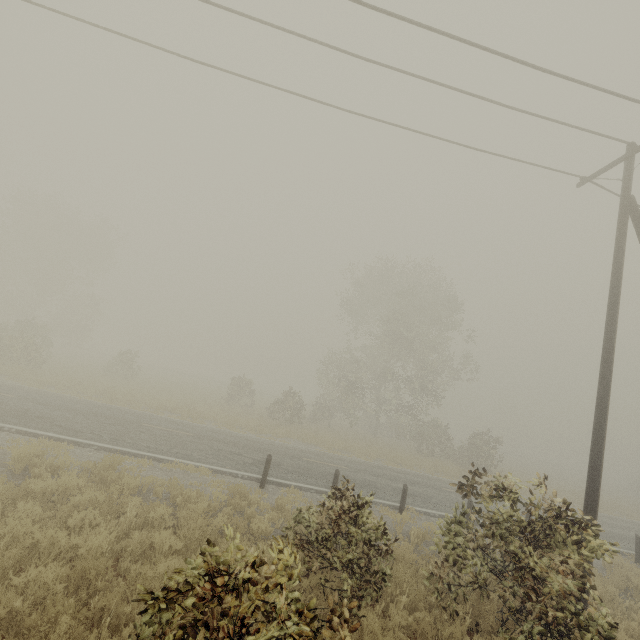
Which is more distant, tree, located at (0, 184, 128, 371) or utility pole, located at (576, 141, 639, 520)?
tree, located at (0, 184, 128, 371)

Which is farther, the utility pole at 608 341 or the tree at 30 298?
the tree at 30 298

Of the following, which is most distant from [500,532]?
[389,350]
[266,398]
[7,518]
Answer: [266,398]
